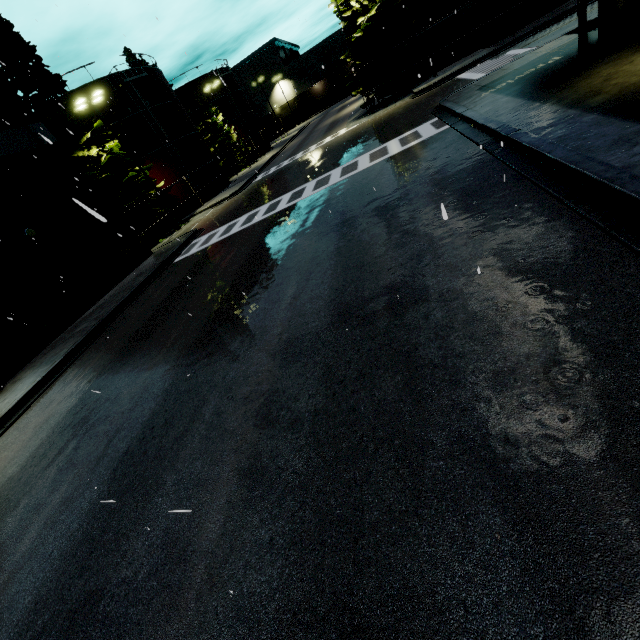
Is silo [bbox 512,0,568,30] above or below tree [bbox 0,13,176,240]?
below

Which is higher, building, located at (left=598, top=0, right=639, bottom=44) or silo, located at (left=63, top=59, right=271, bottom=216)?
silo, located at (left=63, top=59, right=271, bottom=216)

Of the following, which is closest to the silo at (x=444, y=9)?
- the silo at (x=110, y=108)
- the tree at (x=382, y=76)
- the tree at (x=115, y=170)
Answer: the tree at (x=382, y=76)

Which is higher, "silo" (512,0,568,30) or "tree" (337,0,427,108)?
"tree" (337,0,427,108)

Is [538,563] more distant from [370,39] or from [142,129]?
[142,129]

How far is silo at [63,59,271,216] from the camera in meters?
27.9 m

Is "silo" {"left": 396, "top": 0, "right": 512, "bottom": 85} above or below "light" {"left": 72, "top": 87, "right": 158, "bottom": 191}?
below

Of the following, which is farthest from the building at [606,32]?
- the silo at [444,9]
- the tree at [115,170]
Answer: the tree at [115,170]
